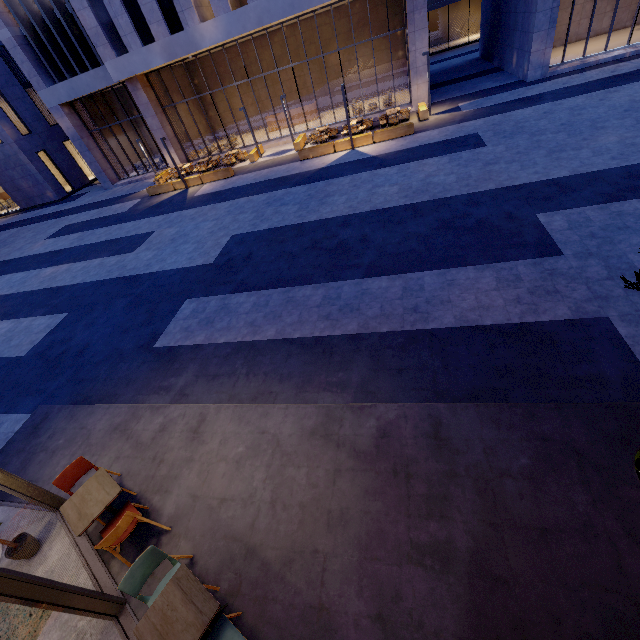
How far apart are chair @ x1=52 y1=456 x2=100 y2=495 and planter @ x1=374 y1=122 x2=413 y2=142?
17.7 meters

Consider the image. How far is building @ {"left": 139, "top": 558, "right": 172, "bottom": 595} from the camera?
4.0 meters

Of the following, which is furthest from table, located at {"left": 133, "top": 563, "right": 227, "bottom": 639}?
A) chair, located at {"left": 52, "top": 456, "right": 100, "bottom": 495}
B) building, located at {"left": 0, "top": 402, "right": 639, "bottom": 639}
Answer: chair, located at {"left": 52, "top": 456, "right": 100, "bottom": 495}

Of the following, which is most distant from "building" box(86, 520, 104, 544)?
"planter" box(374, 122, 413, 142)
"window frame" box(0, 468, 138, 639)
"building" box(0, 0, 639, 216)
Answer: "building" box(0, 0, 639, 216)

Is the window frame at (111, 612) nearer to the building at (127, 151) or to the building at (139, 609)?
the building at (139, 609)

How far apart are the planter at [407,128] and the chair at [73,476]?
17.7 meters

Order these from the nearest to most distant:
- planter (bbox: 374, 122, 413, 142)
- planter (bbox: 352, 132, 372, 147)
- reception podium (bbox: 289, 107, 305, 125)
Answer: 1. planter (bbox: 374, 122, 413, 142)
2. planter (bbox: 352, 132, 372, 147)
3. reception podium (bbox: 289, 107, 305, 125)

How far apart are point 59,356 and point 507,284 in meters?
12.1 m
